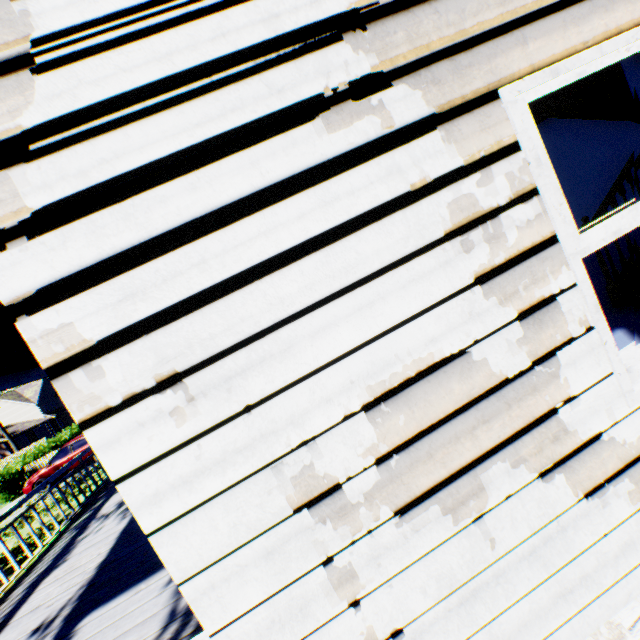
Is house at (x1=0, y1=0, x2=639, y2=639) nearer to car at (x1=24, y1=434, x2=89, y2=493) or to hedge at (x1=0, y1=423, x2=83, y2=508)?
car at (x1=24, y1=434, x2=89, y2=493)

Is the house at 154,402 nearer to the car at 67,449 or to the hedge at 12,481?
the car at 67,449

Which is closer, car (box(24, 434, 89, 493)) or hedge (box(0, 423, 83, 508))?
car (box(24, 434, 89, 493))

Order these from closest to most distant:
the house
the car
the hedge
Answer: the house, the car, the hedge

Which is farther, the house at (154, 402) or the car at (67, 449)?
the car at (67, 449)

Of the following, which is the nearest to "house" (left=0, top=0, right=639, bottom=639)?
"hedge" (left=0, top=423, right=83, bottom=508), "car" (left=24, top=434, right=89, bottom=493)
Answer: "car" (left=24, top=434, right=89, bottom=493)

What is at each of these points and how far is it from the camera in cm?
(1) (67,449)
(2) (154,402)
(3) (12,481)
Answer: (1) car, 1688
(2) house, 117
(3) hedge, 1877

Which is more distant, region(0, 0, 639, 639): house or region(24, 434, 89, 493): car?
region(24, 434, 89, 493): car
